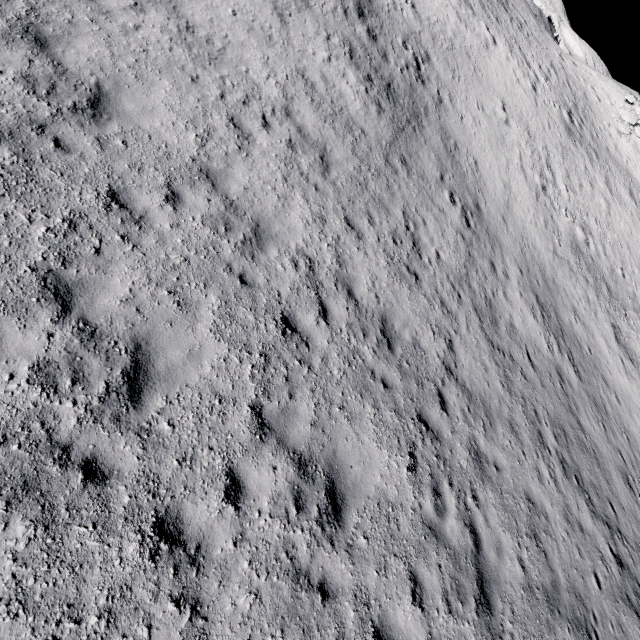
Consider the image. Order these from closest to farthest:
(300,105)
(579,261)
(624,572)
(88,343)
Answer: (88,343), (624,572), (300,105), (579,261)
